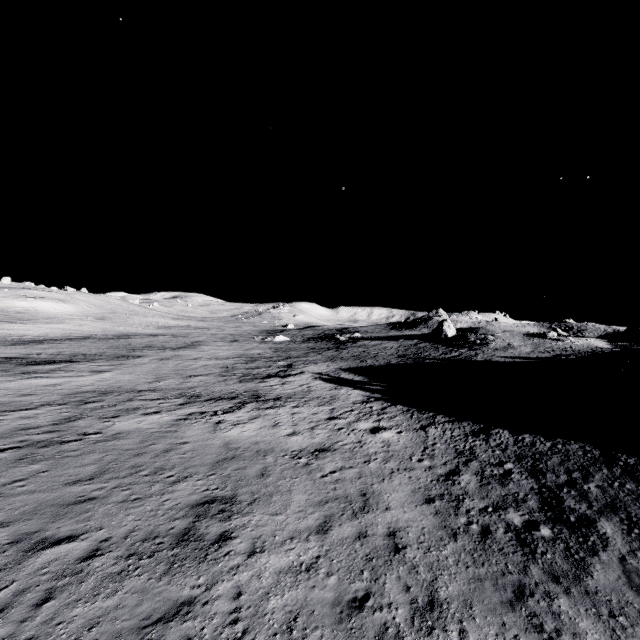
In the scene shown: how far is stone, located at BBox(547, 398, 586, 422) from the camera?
18.92m

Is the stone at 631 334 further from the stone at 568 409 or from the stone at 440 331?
the stone at 568 409

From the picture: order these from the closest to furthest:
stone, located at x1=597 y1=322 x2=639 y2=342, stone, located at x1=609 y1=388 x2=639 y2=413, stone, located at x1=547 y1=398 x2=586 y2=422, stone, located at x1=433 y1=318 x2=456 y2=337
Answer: stone, located at x1=609 y1=388 x2=639 y2=413 → stone, located at x1=547 y1=398 x2=586 y2=422 → stone, located at x1=597 y1=322 x2=639 y2=342 → stone, located at x1=433 y1=318 x2=456 y2=337

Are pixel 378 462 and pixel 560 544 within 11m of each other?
yes

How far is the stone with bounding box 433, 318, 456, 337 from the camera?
57.7m

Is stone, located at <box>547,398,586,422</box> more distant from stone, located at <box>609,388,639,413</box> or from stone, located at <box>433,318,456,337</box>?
stone, located at <box>433,318,456,337</box>

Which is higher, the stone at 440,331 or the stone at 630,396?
the stone at 440,331

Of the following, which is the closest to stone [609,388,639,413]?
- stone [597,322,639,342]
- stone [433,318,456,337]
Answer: stone [597,322,639,342]
